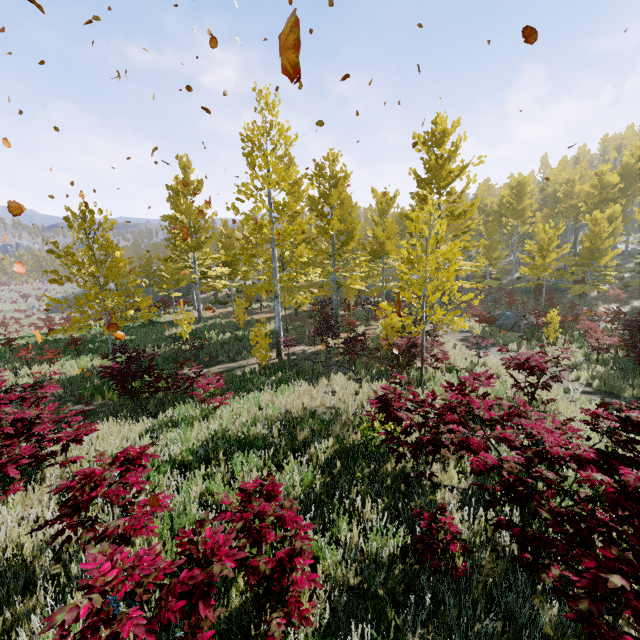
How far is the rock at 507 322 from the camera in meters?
18.2 m

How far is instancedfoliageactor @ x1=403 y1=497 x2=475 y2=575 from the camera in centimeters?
295cm

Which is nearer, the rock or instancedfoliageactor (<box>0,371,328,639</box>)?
instancedfoliageactor (<box>0,371,328,639</box>)

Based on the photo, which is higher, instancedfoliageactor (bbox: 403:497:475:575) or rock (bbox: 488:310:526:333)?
instancedfoliageactor (bbox: 403:497:475:575)

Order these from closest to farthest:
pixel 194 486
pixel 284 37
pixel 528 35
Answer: pixel 284 37
pixel 194 486
pixel 528 35

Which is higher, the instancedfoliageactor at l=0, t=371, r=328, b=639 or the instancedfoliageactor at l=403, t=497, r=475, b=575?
the instancedfoliageactor at l=0, t=371, r=328, b=639

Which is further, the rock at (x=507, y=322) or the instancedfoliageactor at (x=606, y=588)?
the rock at (x=507, y=322)

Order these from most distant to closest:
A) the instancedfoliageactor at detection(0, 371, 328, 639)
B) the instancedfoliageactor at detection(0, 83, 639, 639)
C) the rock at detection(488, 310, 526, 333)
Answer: the rock at detection(488, 310, 526, 333) → the instancedfoliageactor at detection(0, 83, 639, 639) → the instancedfoliageactor at detection(0, 371, 328, 639)
